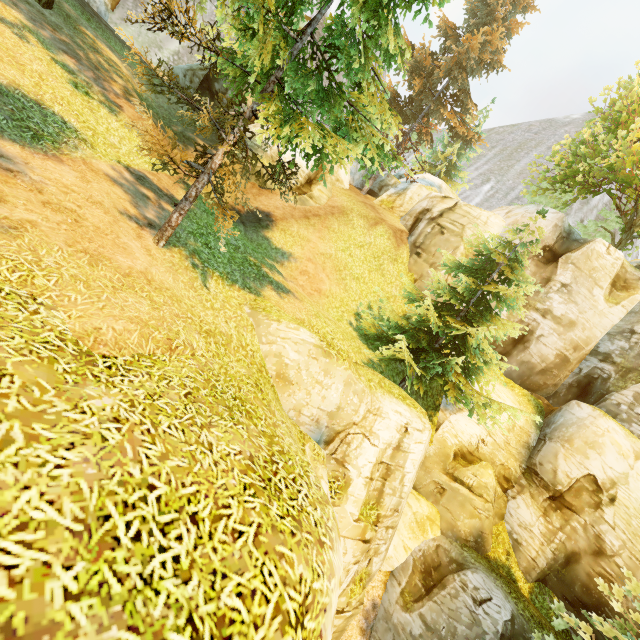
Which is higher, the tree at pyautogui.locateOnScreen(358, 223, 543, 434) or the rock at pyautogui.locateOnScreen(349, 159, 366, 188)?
the rock at pyautogui.locateOnScreen(349, 159, 366, 188)

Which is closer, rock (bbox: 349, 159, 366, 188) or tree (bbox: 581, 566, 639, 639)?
tree (bbox: 581, 566, 639, 639)

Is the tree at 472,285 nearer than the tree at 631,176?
Yes

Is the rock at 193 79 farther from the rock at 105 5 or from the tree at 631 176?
the rock at 105 5

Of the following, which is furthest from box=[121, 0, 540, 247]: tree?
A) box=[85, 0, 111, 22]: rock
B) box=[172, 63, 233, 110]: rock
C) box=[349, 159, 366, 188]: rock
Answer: box=[85, 0, 111, 22]: rock

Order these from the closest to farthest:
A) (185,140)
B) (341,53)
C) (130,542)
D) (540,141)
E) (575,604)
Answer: (130,542), (341,53), (575,604), (185,140), (540,141)

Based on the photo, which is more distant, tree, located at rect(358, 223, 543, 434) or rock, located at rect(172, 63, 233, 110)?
rock, located at rect(172, 63, 233, 110)

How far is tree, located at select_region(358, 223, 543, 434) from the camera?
12.63m
